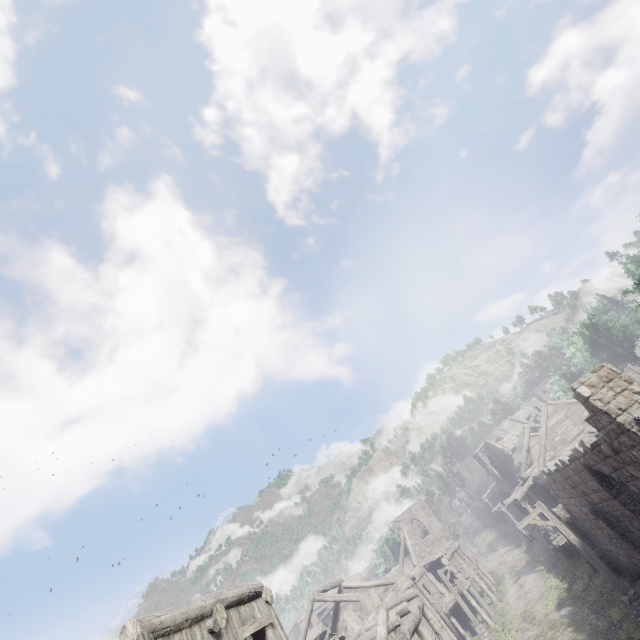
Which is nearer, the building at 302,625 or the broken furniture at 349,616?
the building at 302,625

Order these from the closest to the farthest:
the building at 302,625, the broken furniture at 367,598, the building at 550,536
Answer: the building at 302,625, the broken furniture at 367,598, the building at 550,536

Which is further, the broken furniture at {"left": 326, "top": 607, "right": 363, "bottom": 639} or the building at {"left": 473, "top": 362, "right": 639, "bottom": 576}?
the broken furniture at {"left": 326, "top": 607, "right": 363, "bottom": 639}

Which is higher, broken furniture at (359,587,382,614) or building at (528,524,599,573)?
broken furniture at (359,587,382,614)

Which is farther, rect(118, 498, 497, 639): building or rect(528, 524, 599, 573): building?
rect(528, 524, 599, 573): building

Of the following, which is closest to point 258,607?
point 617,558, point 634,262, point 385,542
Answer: point 617,558

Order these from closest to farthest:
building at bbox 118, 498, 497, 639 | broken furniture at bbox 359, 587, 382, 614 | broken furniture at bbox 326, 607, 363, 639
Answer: building at bbox 118, 498, 497, 639 → broken furniture at bbox 326, 607, 363, 639 → broken furniture at bbox 359, 587, 382, 614
